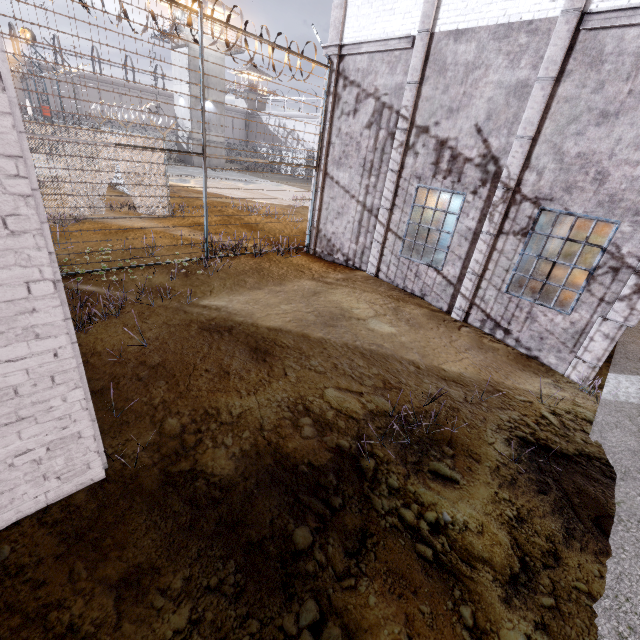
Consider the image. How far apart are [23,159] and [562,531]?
5.6 meters

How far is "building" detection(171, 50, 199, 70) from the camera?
32.47m

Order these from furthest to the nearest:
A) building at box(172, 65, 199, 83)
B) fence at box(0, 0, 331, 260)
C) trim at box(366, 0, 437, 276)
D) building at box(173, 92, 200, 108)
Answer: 1. building at box(173, 92, 200, 108)
2. building at box(172, 65, 199, 83)
3. trim at box(366, 0, 437, 276)
4. fence at box(0, 0, 331, 260)

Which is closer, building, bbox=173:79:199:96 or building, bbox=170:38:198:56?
building, bbox=170:38:198:56

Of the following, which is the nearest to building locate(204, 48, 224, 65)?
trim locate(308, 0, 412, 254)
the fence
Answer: the fence

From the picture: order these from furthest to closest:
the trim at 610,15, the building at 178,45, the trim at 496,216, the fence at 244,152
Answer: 1. the building at 178,45
2. the fence at 244,152
3. the trim at 496,216
4. the trim at 610,15

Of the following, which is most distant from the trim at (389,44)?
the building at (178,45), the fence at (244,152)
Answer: the building at (178,45)
